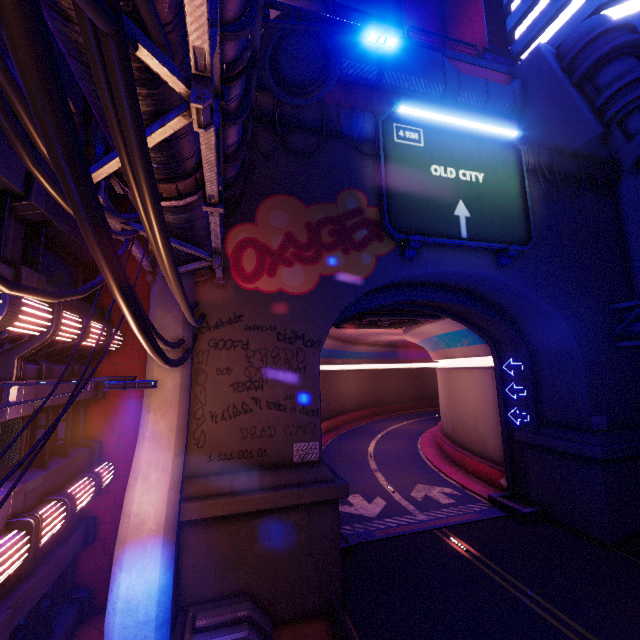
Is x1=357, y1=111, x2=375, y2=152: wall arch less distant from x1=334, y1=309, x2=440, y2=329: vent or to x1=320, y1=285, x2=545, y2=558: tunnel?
x1=320, y1=285, x2=545, y2=558: tunnel

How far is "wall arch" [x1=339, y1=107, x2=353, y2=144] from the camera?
13.4 meters

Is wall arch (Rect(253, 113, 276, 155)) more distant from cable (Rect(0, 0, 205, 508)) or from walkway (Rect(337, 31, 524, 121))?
walkway (Rect(337, 31, 524, 121))

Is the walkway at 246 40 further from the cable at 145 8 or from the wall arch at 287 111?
the cable at 145 8

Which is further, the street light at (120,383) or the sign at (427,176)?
the sign at (427,176)

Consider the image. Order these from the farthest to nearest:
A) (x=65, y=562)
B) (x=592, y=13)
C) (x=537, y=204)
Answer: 1. (x=592, y=13)
2. (x=537, y=204)
3. (x=65, y=562)

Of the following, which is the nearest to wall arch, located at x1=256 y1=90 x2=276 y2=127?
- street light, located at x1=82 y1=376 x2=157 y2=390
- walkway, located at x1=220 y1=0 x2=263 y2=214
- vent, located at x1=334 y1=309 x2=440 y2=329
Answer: walkway, located at x1=220 y1=0 x2=263 y2=214
